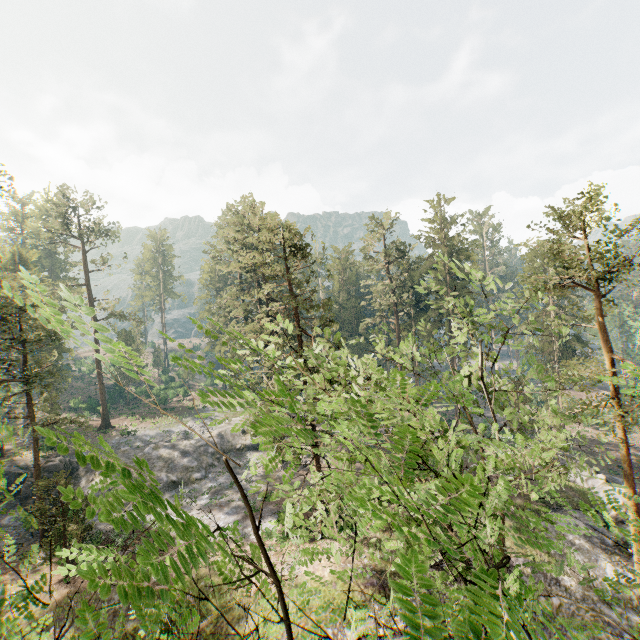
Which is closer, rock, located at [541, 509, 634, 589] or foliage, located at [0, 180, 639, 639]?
foliage, located at [0, 180, 639, 639]

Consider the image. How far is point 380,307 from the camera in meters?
50.6

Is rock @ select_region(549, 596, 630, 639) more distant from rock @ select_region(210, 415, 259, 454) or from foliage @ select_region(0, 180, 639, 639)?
rock @ select_region(210, 415, 259, 454)

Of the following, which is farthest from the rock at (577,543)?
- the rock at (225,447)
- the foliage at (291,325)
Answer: the rock at (225,447)

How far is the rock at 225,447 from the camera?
41.06m

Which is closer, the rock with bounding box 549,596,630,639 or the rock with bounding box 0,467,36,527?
the rock with bounding box 549,596,630,639

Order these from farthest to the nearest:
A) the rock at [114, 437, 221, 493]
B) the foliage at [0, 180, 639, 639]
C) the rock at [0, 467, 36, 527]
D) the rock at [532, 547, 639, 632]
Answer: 1. the rock at [114, 437, 221, 493]
2. the rock at [0, 467, 36, 527]
3. the rock at [532, 547, 639, 632]
4. the foliage at [0, 180, 639, 639]

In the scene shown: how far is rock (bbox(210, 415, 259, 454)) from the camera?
41.1 meters
